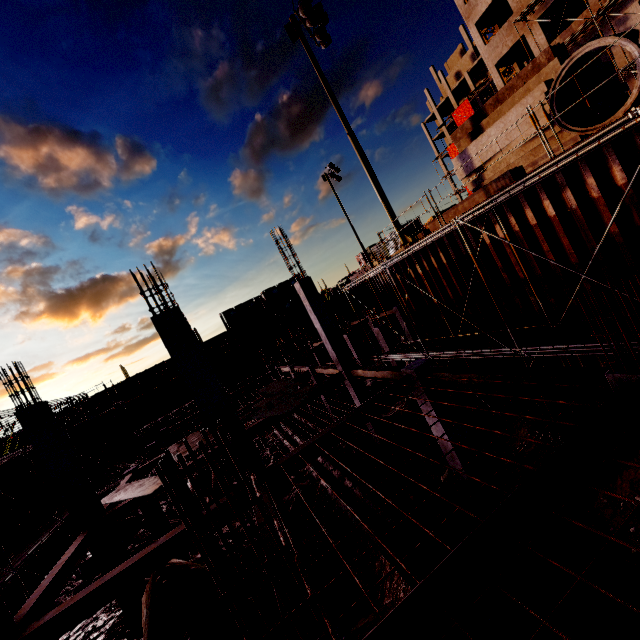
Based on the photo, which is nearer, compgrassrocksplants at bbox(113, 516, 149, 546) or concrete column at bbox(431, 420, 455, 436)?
concrete column at bbox(431, 420, 455, 436)

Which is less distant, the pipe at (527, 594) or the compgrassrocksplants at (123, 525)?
the pipe at (527, 594)

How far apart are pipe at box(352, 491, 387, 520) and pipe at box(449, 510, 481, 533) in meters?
0.1

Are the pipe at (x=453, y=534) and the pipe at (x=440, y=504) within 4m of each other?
yes

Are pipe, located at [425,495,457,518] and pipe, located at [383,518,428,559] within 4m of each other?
yes

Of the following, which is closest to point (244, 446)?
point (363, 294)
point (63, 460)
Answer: point (63, 460)

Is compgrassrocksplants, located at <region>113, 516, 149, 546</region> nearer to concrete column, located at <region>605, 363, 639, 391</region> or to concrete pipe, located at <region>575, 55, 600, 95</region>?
concrete column, located at <region>605, 363, 639, 391</region>

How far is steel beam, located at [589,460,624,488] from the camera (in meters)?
3.41
